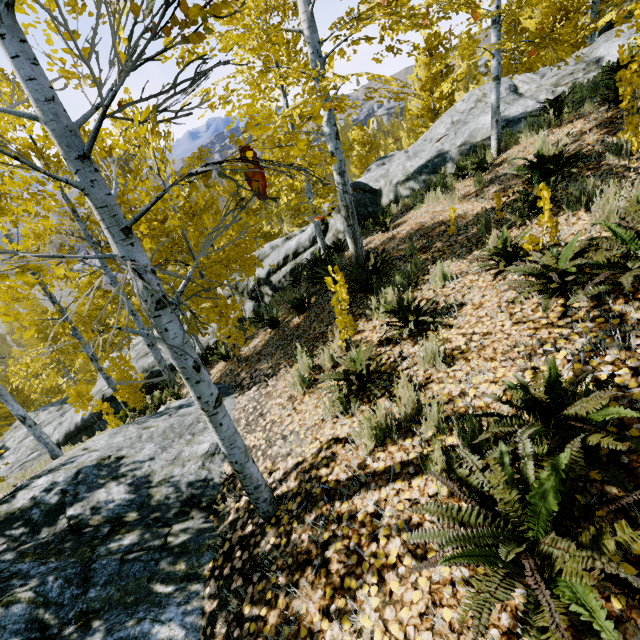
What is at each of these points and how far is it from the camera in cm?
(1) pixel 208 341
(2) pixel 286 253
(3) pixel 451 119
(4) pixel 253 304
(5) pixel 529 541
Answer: (1) rock, 1477
(2) rock, 1319
(3) rock, 1140
(4) rock, 1403
(5) instancedfoliageactor, 143

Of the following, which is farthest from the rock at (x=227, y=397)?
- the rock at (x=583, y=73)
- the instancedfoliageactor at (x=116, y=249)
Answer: the rock at (x=583, y=73)

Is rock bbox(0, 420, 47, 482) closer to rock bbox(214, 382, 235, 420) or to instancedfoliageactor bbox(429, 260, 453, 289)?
instancedfoliageactor bbox(429, 260, 453, 289)

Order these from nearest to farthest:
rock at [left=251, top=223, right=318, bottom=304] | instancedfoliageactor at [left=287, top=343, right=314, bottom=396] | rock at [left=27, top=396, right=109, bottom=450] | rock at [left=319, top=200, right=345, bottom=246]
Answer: instancedfoliageactor at [left=287, top=343, right=314, bottom=396], rock at [left=319, top=200, right=345, bottom=246], rock at [left=251, top=223, right=318, bottom=304], rock at [left=27, top=396, right=109, bottom=450]

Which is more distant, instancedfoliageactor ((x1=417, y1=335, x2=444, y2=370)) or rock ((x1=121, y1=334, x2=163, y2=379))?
rock ((x1=121, y1=334, x2=163, y2=379))

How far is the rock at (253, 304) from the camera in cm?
1401

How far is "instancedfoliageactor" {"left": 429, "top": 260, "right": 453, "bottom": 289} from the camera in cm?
445
